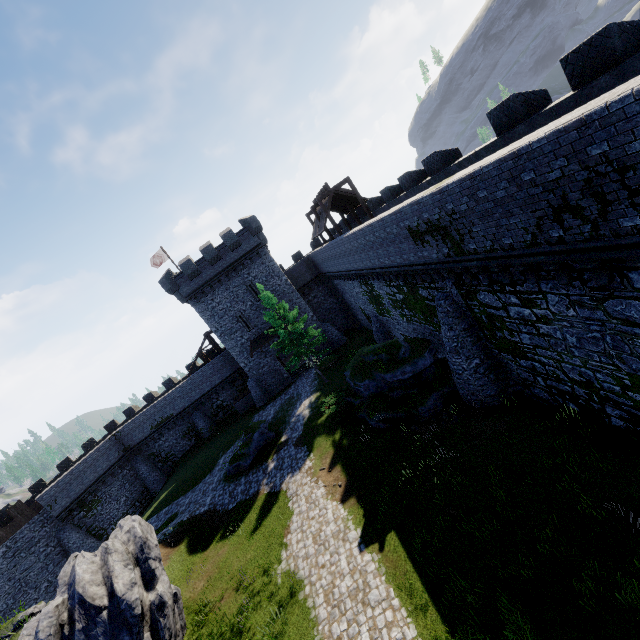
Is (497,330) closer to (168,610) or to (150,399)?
(168,610)

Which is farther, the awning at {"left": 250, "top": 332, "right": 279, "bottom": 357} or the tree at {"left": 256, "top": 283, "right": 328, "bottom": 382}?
the awning at {"left": 250, "top": 332, "right": 279, "bottom": 357}

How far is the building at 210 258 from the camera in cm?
3256

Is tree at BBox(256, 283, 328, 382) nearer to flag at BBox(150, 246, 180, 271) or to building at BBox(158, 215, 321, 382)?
building at BBox(158, 215, 321, 382)

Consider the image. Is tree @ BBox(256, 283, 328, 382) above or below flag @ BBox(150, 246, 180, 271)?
below

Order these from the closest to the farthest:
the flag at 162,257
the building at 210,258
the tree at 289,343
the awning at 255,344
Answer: the tree at 289,343 < the building at 210,258 < the awning at 255,344 < the flag at 162,257

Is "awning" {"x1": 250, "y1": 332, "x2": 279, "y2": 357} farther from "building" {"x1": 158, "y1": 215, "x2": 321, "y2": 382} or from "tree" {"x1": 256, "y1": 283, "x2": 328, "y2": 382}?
"tree" {"x1": 256, "y1": 283, "x2": 328, "y2": 382}

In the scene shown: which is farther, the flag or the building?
the flag
